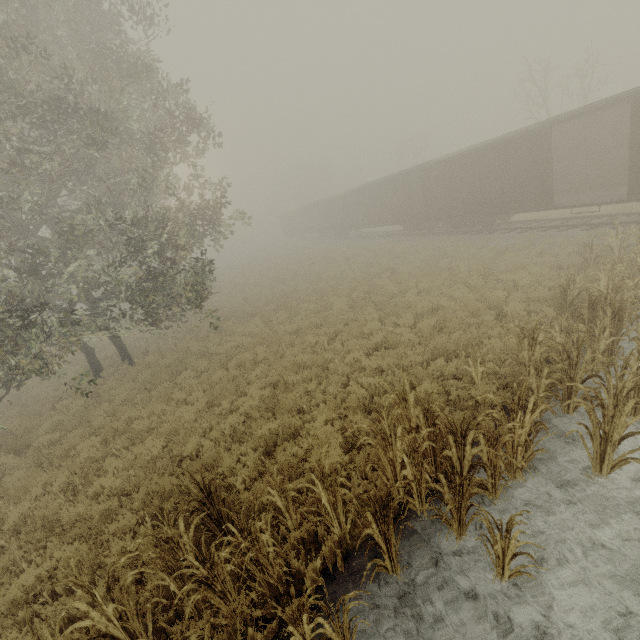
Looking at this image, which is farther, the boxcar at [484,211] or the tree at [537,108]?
the tree at [537,108]

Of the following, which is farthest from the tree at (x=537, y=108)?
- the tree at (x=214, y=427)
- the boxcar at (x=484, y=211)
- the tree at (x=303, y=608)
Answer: the tree at (x=214, y=427)

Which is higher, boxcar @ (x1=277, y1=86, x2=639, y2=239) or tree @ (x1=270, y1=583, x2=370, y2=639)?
boxcar @ (x1=277, y1=86, x2=639, y2=239)

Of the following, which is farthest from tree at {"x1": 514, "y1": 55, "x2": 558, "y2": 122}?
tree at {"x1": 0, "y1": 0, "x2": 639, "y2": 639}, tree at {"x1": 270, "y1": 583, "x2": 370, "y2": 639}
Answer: tree at {"x1": 0, "y1": 0, "x2": 639, "y2": 639}

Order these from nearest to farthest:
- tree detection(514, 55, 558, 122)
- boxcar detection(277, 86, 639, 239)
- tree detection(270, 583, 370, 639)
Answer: tree detection(270, 583, 370, 639), boxcar detection(277, 86, 639, 239), tree detection(514, 55, 558, 122)

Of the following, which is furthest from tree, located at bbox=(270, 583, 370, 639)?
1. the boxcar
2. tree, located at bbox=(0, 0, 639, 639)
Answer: the boxcar

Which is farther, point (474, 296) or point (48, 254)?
point (474, 296)
